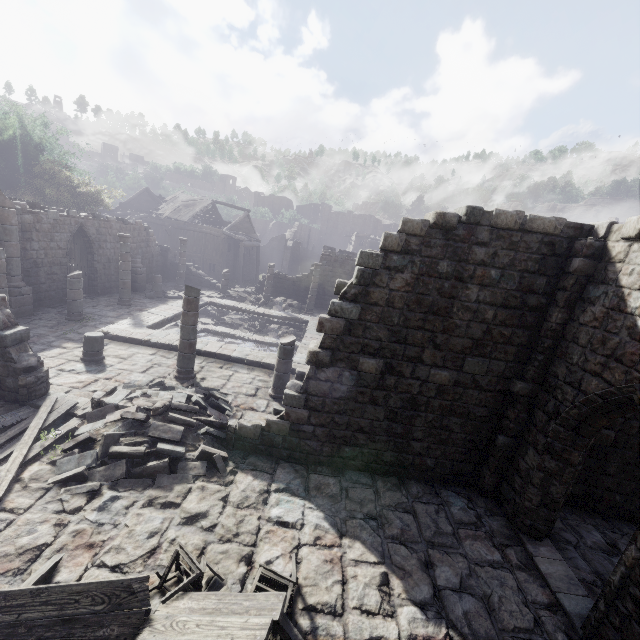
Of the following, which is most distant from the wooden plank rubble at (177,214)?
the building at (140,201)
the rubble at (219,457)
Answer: the rubble at (219,457)

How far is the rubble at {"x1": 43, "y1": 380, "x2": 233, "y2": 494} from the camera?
6.8m

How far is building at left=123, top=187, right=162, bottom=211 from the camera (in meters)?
38.54

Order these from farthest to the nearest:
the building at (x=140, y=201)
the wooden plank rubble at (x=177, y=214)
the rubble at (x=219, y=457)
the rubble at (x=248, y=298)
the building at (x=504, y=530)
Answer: the building at (x=140, y=201) < the wooden plank rubble at (x=177, y=214) < the rubble at (x=248, y=298) < the rubble at (x=219, y=457) < the building at (x=504, y=530)

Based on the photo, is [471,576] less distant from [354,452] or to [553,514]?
[553,514]

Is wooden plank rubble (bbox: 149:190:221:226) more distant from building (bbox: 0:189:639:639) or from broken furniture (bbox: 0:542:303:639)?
broken furniture (bbox: 0:542:303:639)

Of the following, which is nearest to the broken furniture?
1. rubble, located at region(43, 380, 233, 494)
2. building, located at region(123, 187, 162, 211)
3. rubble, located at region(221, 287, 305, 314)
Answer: building, located at region(123, 187, 162, 211)

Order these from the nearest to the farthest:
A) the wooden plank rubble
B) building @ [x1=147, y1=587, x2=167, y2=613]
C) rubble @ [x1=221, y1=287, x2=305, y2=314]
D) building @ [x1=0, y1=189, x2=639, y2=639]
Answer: building @ [x1=147, y1=587, x2=167, y2=613], building @ [x1=0, y1=189, x2=639, y2=639], rubble @ [x1=221, y1=287, x2=305, y2=314], the wooden plank rubble
